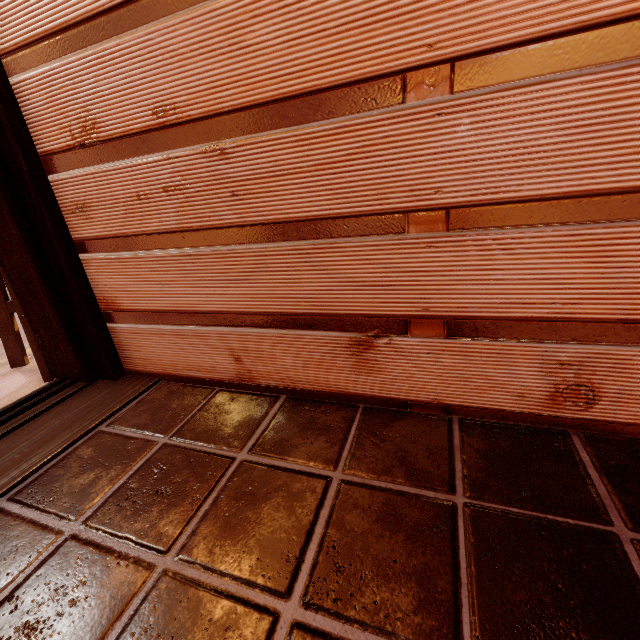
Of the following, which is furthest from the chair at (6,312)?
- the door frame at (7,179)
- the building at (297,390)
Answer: the building at (297,390)

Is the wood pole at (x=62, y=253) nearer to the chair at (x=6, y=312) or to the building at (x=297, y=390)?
the building at (x=297, y=390)

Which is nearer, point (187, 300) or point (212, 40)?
point (212, 40)

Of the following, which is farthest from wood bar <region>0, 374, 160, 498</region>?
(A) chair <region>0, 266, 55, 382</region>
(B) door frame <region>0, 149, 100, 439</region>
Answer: (A) chair <region>0, 266, 55, 382</region>

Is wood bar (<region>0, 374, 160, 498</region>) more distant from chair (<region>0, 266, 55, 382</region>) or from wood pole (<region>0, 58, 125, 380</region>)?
chair (<region>0, 266, 55, 382</region>)

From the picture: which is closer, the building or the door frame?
the building

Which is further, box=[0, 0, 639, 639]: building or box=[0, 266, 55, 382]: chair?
box=[0, 266, 55, 382]: chair

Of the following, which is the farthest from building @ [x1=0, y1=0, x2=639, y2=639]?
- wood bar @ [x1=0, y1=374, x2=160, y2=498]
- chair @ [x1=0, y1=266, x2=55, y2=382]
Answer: chair @ [x1=0, y1=266, x2=55, y2=382]
